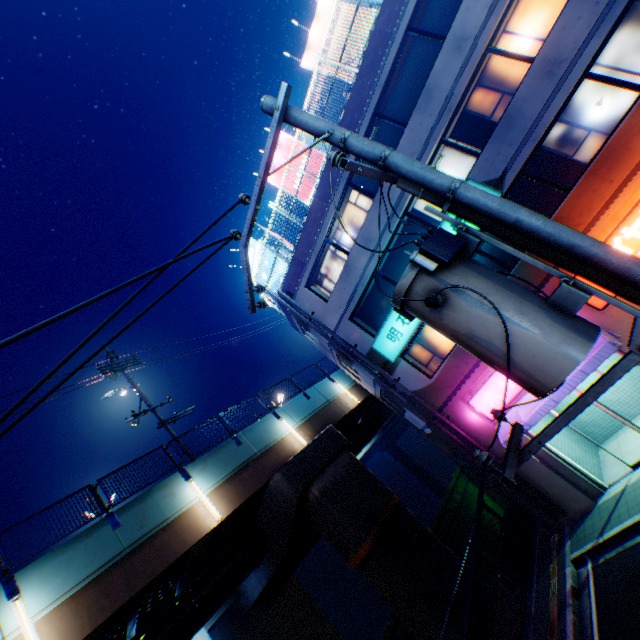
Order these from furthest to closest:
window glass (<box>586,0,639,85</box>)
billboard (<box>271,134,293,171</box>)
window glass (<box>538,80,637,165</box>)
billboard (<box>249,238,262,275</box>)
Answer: billboard (<box>249,238,262,275</box>)
billboard (<box>271,134,293,171</box>)
window glass (<box>538,80,637,165</box>)
window glass (<box>586,0,639,85</box>)

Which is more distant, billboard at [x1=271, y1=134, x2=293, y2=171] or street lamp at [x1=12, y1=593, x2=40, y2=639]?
billboard at [x1=271, y1=134, x2=293, y2=171]

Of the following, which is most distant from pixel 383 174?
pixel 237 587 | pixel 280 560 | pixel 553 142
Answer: pixel 237 587

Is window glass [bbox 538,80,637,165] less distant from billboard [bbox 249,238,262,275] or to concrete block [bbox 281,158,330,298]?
concrete block [bbox 281,158,330,298]

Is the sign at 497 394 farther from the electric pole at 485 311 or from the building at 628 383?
the electric pole at 485 311

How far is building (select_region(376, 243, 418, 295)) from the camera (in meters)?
13.83

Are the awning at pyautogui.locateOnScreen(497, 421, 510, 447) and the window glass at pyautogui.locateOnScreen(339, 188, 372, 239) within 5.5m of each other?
no

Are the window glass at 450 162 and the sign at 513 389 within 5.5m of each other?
yes
